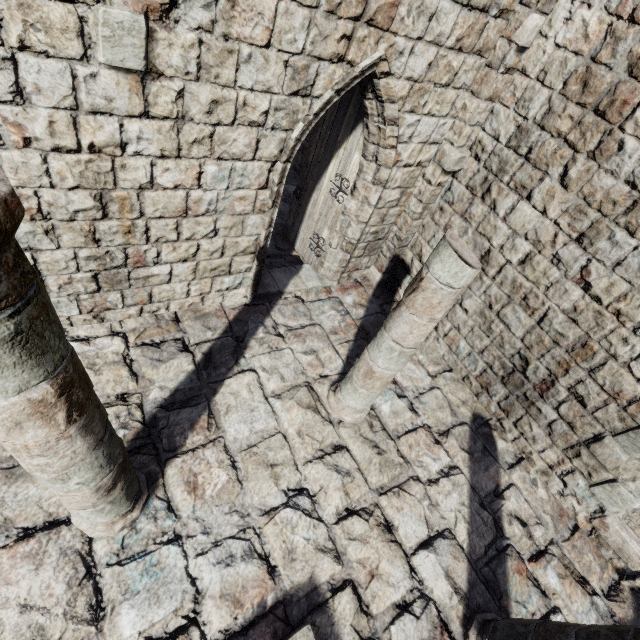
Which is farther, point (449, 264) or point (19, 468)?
point (19, 468)
